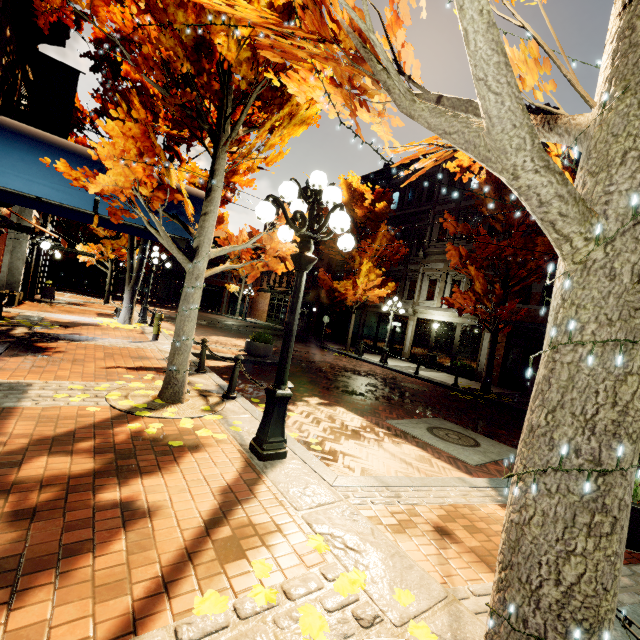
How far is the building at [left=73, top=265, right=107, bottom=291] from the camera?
37.6 meters

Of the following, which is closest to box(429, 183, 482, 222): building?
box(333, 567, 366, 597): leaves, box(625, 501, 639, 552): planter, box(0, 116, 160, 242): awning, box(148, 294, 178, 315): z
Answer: box(0, 116, 160, 242): awning

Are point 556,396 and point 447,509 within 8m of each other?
yes

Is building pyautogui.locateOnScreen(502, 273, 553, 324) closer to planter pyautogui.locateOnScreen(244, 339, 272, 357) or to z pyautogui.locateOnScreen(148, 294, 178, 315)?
z pyautogui.locateOnScreen(148, 294, 178, 315)

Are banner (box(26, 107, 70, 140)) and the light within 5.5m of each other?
no

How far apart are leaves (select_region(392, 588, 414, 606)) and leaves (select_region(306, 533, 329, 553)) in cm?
57

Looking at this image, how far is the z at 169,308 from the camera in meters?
26.1 m

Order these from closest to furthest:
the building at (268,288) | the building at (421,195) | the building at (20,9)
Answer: the building at (20,9), the building at (421,195), the building at (268,288)
